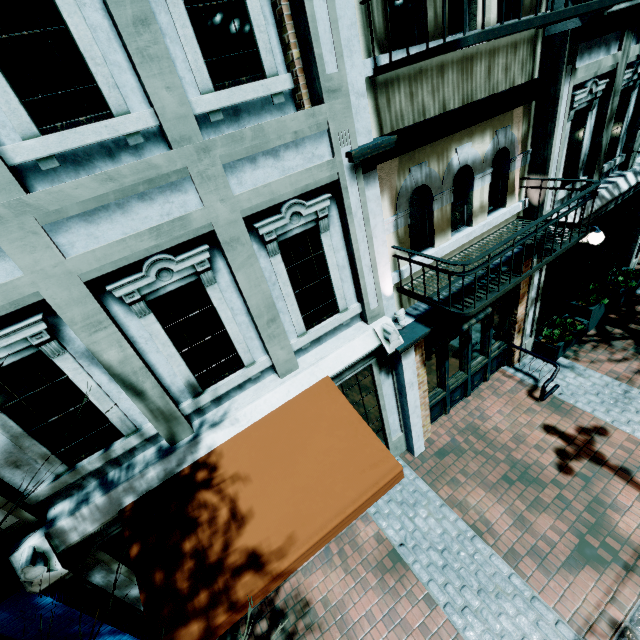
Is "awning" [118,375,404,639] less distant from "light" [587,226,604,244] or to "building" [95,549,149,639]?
"building" [95,549,149,639]

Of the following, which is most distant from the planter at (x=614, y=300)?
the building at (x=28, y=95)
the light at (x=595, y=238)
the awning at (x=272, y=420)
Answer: the awning at (x=272, y=420)

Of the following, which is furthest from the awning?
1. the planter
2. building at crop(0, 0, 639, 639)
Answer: the planter

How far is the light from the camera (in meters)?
7.45

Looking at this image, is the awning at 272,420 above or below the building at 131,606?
above

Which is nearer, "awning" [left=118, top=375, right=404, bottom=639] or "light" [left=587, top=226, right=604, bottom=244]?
"awning" [left=118, top=375, right=404, bottom=639]

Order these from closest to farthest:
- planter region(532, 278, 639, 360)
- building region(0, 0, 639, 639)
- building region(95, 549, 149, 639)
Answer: building region(0, 0, 639, 639)
building region(95, 549, 149, 639)
planter region(532, 278, 639, 360)

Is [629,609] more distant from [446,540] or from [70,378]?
[70,378]
